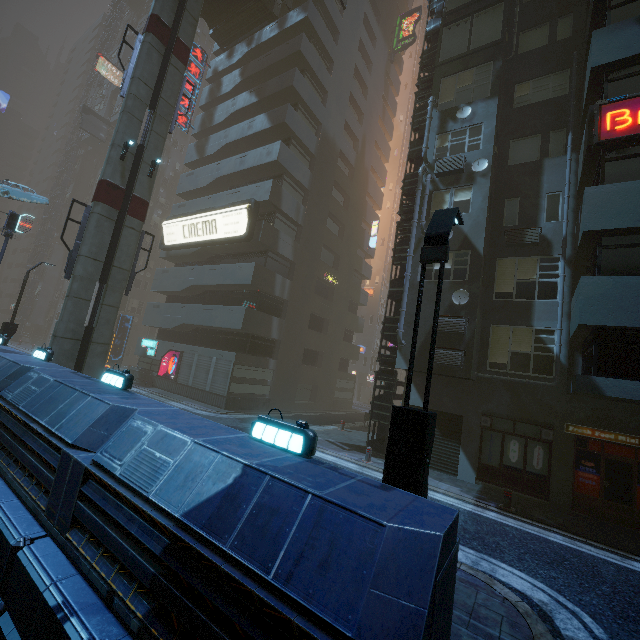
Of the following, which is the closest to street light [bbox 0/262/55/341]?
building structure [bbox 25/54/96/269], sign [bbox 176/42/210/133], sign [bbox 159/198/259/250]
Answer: sign [bbox 159/198/259/250]

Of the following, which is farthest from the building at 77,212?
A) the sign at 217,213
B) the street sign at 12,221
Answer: the street sign at 12,221

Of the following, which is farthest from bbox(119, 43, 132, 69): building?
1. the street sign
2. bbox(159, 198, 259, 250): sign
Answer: the street sign

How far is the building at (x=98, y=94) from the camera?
41.7m

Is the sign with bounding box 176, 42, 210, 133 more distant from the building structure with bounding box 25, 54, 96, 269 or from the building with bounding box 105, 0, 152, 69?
the building structure with bounding box 25, 54, 96, 269

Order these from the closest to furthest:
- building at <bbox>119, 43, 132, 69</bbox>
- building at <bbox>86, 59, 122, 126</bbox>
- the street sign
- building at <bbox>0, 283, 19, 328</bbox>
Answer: the street sign → building at <bbox>86, 59, 122, 126</bbox> → building at <bbox>119, 43, 132, 69</bbox> → building at <bbox>0, 283, 19, 328</bbox>

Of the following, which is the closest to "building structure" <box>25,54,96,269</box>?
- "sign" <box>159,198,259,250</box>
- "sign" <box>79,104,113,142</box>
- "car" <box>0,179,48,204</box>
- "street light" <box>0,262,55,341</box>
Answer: "sign" <box>79,104,113,142</box>

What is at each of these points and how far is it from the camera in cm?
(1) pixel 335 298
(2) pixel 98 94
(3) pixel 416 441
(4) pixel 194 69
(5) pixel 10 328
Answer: (1) building, 2955
(2) building, 4741
(3) street light, 487
(4) sign, 2903
(5) street light, 1789
